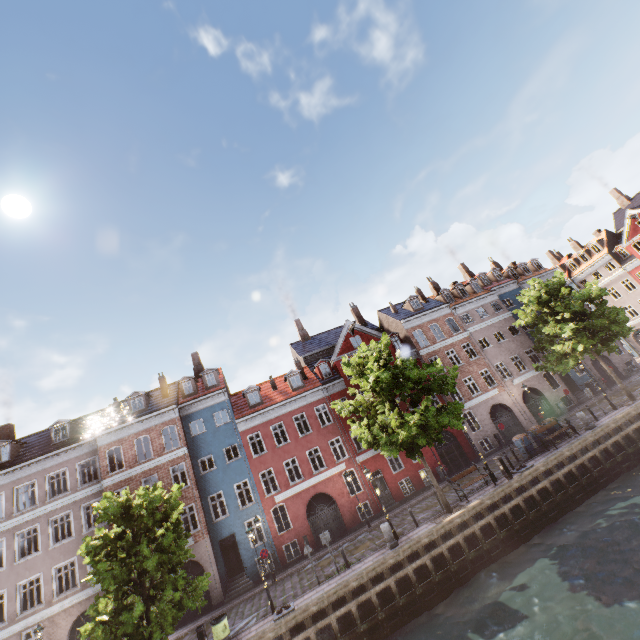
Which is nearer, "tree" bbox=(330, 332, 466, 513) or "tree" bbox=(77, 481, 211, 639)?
"tree" bbox=(77, 481, 211, 639)

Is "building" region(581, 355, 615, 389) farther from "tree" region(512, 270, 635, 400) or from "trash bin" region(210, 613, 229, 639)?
"trash bin" region(210, 613, 229, 639)

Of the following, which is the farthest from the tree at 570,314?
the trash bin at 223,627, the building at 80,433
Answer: the building at 80,433

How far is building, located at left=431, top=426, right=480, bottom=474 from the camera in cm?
2733

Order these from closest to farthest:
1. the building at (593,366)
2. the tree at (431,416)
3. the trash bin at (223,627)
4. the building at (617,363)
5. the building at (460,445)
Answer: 1. the trash bin at (223,627)
2. the tree at (431,416)
3. the building at (460,445)
4. the building at (593,366)
5. the building at (617,363)

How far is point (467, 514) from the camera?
16.45m

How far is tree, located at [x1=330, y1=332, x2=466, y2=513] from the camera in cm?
1652

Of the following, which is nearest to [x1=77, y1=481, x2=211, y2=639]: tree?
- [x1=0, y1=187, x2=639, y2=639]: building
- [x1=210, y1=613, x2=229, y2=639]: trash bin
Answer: [x1=210, y1=613, x2=229, y2=639]: trash bin
